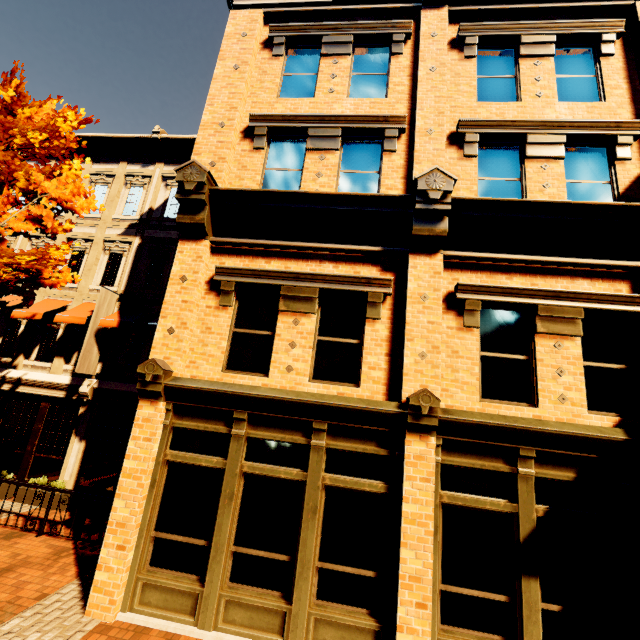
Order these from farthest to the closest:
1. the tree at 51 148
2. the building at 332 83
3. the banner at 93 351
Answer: the banner at 93 351 < the tree at 51 148 < the building at 332 83

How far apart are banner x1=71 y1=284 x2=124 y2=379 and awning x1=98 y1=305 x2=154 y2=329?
0.2 meters

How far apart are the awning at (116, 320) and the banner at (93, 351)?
0.23m

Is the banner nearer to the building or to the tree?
the building

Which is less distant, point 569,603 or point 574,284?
point 569,603

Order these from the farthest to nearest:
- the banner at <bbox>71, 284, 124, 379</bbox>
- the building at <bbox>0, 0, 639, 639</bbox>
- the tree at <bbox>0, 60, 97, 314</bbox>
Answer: the banner at <bbox>71, 284, 124, 379</bbox> → the tree at <bbox>0, 60, 97, 314</bbox> → the building at <bbox>0, 0, 639, 639</bbox>

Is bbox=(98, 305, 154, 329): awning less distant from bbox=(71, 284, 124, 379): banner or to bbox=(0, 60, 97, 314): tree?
bbox=(71, 284, 124, 379): banner
